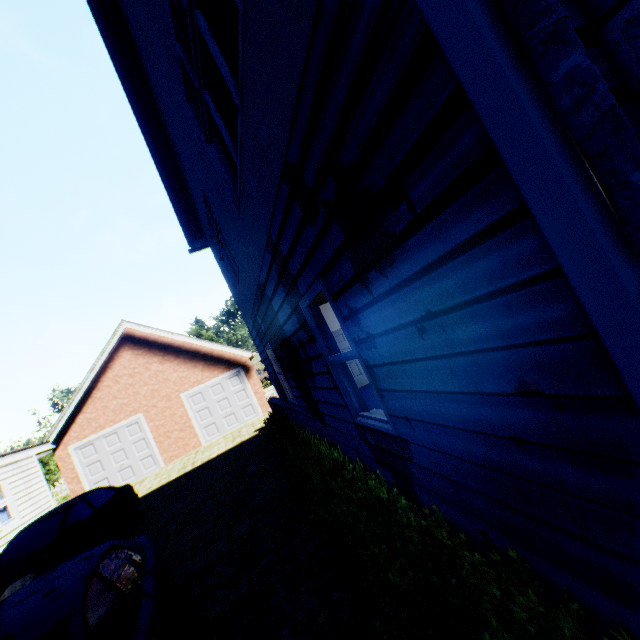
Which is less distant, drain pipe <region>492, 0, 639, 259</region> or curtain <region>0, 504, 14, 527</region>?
drain pipe <region>492, 0, 639, 259</region>

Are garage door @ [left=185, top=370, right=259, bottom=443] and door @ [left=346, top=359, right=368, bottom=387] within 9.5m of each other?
yes

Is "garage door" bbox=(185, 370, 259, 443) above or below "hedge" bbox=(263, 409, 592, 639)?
above

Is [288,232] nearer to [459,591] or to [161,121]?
[459,591]

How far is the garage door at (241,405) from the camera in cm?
1744

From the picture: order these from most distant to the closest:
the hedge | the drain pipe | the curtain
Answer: the curtain < the hedge < the drain pipe

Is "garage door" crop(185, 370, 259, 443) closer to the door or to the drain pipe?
the door

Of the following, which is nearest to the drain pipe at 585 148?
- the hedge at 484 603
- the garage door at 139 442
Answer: the hedge at 484 603
